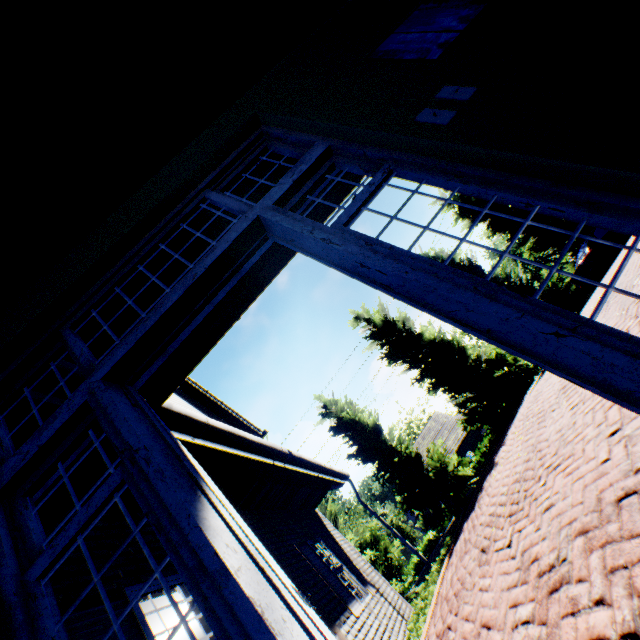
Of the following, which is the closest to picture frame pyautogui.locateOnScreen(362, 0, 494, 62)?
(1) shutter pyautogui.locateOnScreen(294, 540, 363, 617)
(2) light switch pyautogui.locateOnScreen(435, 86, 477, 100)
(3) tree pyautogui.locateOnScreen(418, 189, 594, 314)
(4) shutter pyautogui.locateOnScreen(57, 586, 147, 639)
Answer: (2) light switch pyautogui.locateOnScreen(435, 86, 477, 100)

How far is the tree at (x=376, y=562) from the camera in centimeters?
1303cm

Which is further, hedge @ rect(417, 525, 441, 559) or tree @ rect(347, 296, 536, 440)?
hedge @ rect(417, 525, 441, 559)

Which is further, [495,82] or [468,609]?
[468,609]

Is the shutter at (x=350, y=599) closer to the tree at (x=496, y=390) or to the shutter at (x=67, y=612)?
the shutter at (x=67, y=612)

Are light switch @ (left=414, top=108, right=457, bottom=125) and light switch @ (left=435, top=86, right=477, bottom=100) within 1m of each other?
yes

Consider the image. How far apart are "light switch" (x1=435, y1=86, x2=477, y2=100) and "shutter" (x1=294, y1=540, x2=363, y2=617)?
7.5 meters

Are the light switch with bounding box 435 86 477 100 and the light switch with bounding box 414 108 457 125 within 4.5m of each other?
yes
